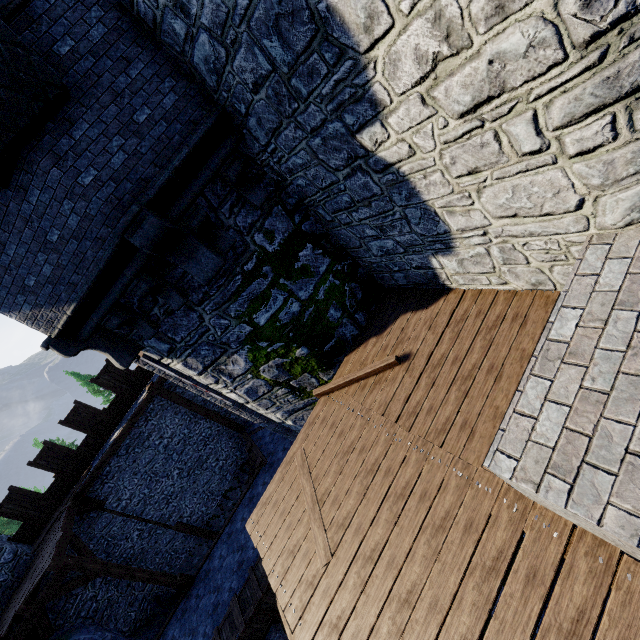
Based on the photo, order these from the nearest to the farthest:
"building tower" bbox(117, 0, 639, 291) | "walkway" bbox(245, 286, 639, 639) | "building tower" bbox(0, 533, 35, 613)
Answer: "building tower" bbox(117, 0, 639, 291), "walkway" bbox(245, 286, 639, 639), "building tower" bbox(0, 533, 35, 613)

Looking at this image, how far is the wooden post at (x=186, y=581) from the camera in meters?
12.2 m

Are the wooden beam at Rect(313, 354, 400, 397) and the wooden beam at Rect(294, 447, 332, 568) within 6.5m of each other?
yes

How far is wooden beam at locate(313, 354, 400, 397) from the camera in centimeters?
555cm

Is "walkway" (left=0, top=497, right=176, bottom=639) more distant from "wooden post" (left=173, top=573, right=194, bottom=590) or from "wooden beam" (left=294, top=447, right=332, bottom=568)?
"wooden beam" (left=294, top=447, right=332, bottom=568)

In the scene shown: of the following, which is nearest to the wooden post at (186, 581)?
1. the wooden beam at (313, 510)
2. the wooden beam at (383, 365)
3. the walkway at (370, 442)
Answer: the walkway at (370, 442)

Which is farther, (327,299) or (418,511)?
(327,299)

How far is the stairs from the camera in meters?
13.6
